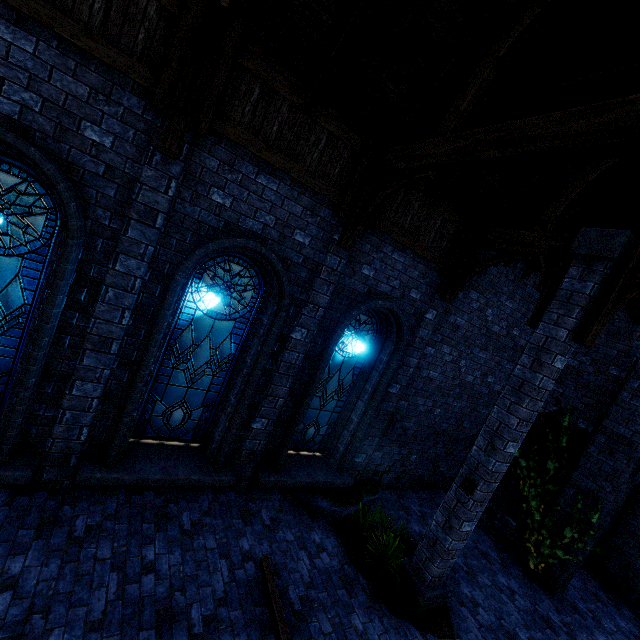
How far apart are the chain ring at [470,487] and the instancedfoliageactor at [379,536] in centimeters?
163cm

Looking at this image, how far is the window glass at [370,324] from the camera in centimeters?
714cm

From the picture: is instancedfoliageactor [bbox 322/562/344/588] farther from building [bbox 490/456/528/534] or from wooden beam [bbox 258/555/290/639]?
building [bbox 490/456/528/534]

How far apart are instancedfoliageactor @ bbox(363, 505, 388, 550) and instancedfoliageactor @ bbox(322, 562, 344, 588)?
0.51m

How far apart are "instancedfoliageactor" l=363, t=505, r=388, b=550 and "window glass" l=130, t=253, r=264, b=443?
3.9m

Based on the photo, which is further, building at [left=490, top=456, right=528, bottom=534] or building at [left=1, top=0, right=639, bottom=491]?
building at [left=490, top=456, right=528, bottom=534]

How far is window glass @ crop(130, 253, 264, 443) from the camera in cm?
543

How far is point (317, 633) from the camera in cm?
460
